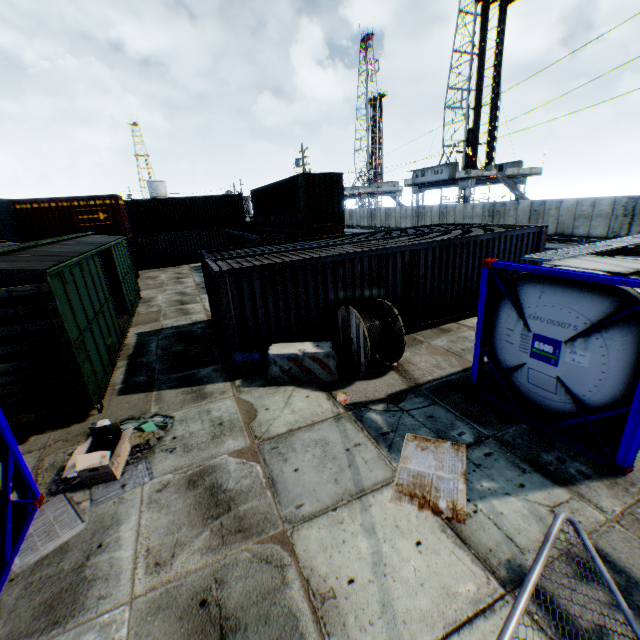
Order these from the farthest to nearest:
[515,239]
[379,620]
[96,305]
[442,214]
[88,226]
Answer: [442,214] < [88,226] < [515,239] < [96,305] < [379,620]

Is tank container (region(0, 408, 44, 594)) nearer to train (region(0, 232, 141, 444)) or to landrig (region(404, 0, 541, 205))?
train (region(0, 232, 141, 444))

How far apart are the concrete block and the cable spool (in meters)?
0.21

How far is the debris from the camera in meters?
5.4 m

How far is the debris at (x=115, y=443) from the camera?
5.42m

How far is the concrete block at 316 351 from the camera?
8.1 meters

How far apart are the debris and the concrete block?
3.2m

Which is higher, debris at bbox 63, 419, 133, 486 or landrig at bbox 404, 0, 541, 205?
landrig at bbox 404, 0, 541, 205
